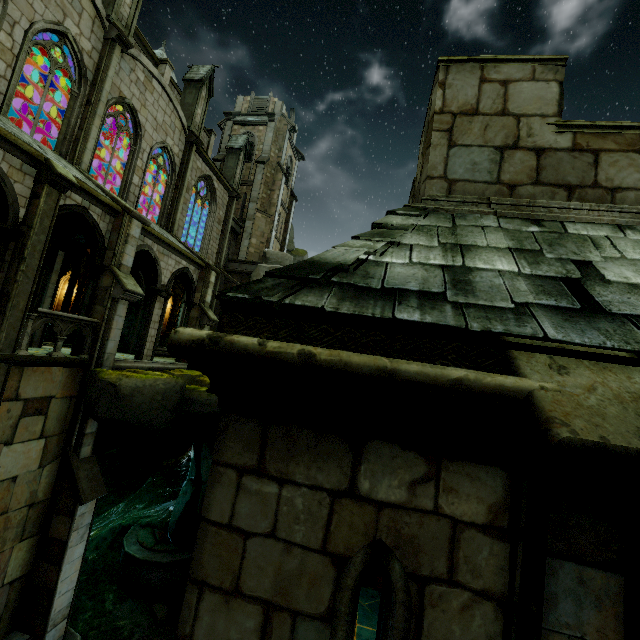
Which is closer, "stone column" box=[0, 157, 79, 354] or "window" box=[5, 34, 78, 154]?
"stone column" box=[0, 157, 79, 354]

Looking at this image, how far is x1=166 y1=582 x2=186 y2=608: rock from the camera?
14.2m

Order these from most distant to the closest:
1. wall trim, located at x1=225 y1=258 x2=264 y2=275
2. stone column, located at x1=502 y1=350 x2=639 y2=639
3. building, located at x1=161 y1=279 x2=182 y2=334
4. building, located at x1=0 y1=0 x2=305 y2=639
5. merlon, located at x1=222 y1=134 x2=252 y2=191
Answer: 1. wall trim, located at x1=225 y1=258 x2=264 y2=275
2. merlon, located at x1=222 y1=134 x2=252 y2=191
3. building, located at x1=161 y1=279 x2=182 y2=334
4. building, located at x1=0 y1=0 x2=305 y2=639
5. stone column, located at x1=502 y1=350 x2=639 y2=639

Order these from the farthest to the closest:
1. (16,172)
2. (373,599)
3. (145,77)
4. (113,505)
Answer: (113,505), (145,77), (16,172), (373,599)

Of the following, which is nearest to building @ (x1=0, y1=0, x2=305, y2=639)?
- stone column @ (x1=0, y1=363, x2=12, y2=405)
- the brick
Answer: stone column @ (x1=0, y1=363, x2=12, y2=405)

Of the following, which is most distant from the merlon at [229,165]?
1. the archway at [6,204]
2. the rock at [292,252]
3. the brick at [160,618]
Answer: the brick at [160,618]

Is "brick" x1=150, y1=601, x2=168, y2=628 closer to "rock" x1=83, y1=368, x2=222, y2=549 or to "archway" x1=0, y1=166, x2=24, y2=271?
"rock" x1=83, y1=368, x2=222, y2=549

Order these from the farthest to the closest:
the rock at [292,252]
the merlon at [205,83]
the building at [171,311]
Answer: the rock at [292,252] → the building at [171,311] → the merlon at [205,83]
